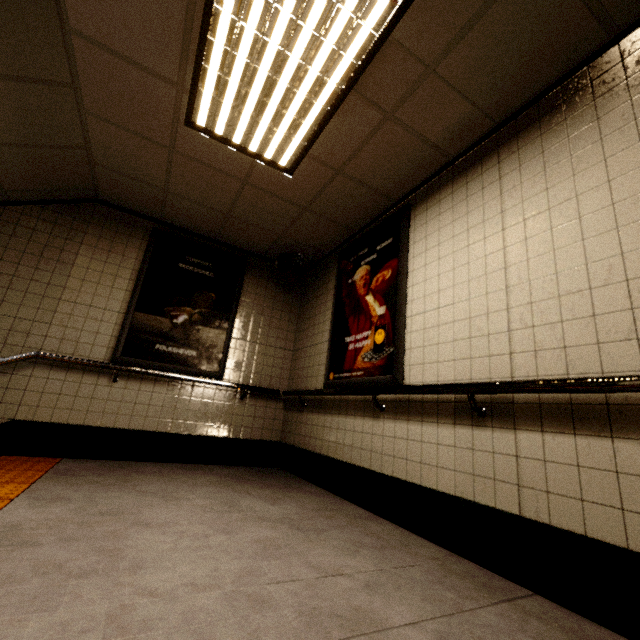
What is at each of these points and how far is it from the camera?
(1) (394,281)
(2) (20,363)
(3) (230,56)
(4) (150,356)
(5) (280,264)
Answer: (1) sign, 3.06m
(2) stairs, 3.32m
(3) fluorescent light, 2.16m
(4) sign, 3.90m
(5) loudspeaker, 4.61m

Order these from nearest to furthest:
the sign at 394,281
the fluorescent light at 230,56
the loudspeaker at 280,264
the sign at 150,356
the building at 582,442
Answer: the building at 582,442, the fluorescent light at 230,56, the sign at 394,281, the sign at 150,356, the loudspeaker at 280,264

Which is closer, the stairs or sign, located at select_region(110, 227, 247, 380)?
the stairs

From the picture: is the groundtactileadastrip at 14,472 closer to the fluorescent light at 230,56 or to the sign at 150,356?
the sign at 150,356

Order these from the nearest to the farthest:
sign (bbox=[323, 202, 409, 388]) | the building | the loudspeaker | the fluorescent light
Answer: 1. the building
2. the fluorescent light
3. sign (bbox=[323, 202, 409, 388])
4. the loudspeaker

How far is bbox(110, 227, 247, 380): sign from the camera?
3.9m

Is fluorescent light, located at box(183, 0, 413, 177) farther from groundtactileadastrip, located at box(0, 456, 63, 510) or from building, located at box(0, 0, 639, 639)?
groundtactileadastrip, located at box(0, 456, 63, 510)

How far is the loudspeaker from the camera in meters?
4.5
